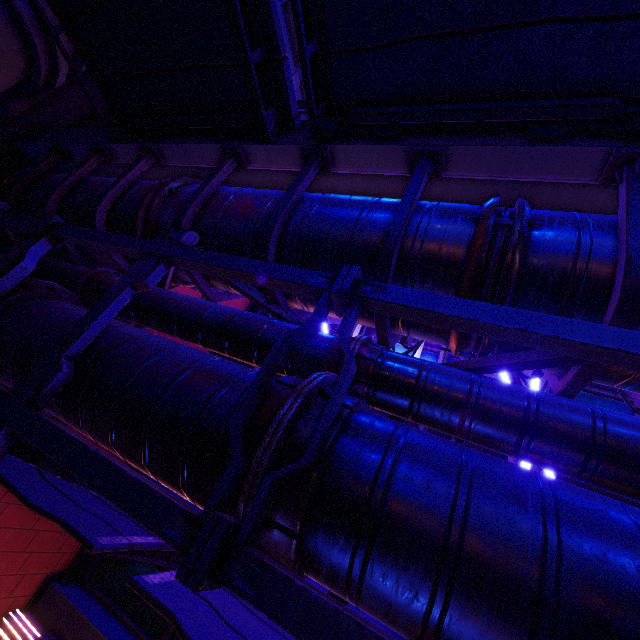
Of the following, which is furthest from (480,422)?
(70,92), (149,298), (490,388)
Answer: (70,92)

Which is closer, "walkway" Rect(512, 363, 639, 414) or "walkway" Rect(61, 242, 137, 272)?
"walkway" Rect(512, 363, 639, 414)

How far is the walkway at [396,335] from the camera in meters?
3.4 m

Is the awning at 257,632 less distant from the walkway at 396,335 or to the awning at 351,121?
the walkway at 396,335

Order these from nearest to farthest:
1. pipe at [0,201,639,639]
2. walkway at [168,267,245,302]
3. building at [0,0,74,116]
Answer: pipe at [0,201,639,639] < walkway at [168,267,245,302] < building at [0,0,74,116]

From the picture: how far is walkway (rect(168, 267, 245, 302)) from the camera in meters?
5.0 m
